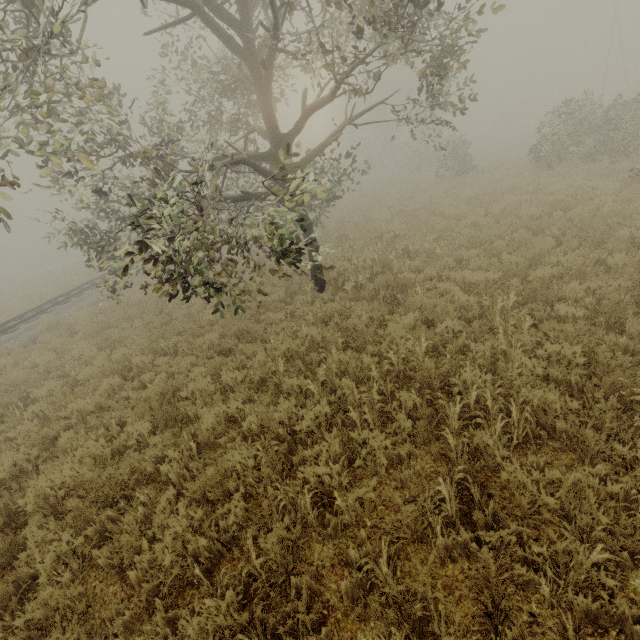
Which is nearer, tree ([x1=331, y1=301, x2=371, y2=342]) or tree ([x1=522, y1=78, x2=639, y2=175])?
tree ([x1=331, y1=301, x2=371, y2=342])

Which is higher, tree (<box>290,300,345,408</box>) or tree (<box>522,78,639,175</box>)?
tree (<box>522,78,639,175</box>)

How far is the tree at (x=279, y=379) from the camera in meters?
5.5

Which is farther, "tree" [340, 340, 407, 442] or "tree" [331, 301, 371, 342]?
"tree" [331, 301, 371, 342]

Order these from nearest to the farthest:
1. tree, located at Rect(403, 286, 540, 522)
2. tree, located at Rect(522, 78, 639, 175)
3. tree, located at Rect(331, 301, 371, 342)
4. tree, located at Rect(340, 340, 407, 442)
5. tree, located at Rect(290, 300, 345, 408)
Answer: tree, located at Rect(403, 286, 540, 522), tree, located at Rect(340, 340, 407, 442), tree, located at Rect(290, 300, 345, 408), tree, located at Rect(331, 301, 371, 342), tree, located at Rect(522, 78, 639, 175)

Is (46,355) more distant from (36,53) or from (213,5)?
(213,5)
